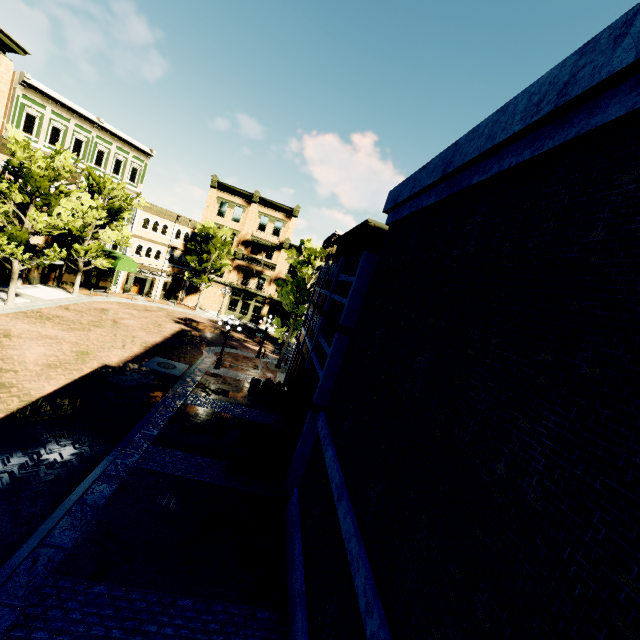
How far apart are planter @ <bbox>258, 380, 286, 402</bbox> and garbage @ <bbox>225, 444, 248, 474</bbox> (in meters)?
6.80

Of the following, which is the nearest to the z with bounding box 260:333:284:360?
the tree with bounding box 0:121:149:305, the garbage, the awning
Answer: the tree with bounding box 0:121:149:305

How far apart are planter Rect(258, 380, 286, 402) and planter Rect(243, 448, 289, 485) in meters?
6.9 m

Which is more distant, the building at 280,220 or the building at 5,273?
the building at 280,220

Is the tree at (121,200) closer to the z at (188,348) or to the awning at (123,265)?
the z at (188,348)

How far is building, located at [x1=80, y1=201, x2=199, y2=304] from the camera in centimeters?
3161cm

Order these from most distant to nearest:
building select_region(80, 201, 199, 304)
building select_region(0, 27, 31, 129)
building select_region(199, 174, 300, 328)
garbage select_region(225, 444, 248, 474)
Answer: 1. building select_region(199, 174, 300, 328)
2. building select_region(80, 201, 199, 304)
3. building select_region(0, 27, 31, 129)
4. garbage select_region(225, 444, 248, 474)

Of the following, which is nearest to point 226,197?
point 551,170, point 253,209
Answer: point 253,209
